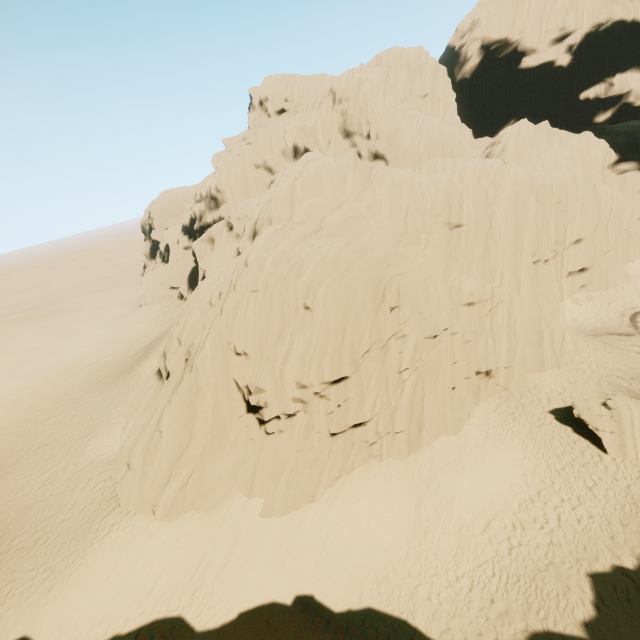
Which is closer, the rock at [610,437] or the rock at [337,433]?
the rock at [337,433]

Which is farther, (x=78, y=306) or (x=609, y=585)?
(x=78, y=306)

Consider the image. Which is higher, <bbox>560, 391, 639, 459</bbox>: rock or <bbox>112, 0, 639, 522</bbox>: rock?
<bbox>112, 0, 639, 522</bbox>: rock

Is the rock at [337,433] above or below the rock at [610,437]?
above

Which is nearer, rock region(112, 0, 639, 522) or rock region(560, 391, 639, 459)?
rock region(112, 0, 639, 522)
